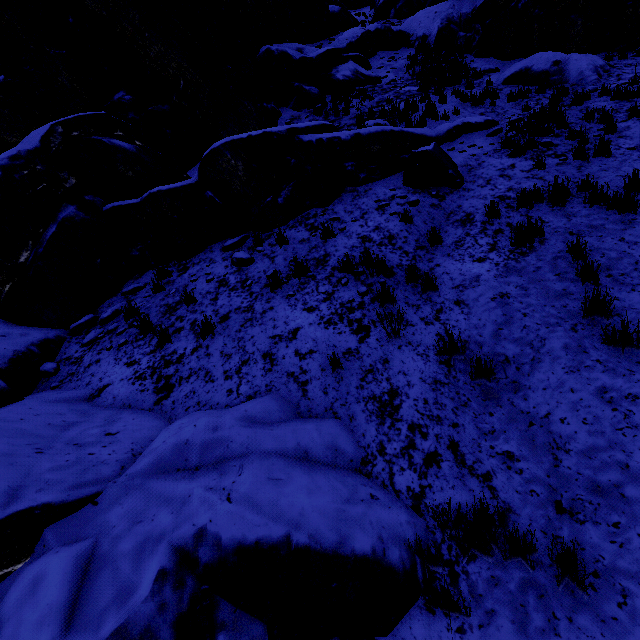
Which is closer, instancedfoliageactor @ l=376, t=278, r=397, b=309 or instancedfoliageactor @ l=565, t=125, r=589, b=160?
instancedfoliageactor @ l=376, t=278, r=397, b=309

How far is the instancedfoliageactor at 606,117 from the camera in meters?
6.9

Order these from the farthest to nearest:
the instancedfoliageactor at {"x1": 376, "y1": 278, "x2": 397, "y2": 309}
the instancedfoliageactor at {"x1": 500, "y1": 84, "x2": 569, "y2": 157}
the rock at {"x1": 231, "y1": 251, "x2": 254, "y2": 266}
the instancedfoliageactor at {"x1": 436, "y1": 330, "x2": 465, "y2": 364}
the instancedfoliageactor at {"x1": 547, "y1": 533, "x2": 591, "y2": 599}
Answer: the instancedfoliageactor at {"x1": 500, "y1": 84, "x2": 569, "y2": 157}
the rock at {"x1": 231, "y1": 251, "x2": 254, "y2": 266}
the instancedfoliageactor at {"x1": 376, "y1": 278, "x2": 397, "y2": 309}
the instancedfoliageactor at {"x1": 436, "y1": 330, "x2": 465, "y2": 364}
the instancedfoliageactor at {"x1": 547, "y1": 533, "x2": 591, "y2": 599}

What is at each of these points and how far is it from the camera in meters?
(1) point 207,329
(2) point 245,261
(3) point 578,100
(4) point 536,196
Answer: (1) instancedfoliageactor, 5.2
(2) rock, 6.6
(3) instancedfoliageactor, 9.8
(4) instancedfoliageactor, 6.2

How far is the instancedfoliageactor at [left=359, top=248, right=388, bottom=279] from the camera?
5.54m

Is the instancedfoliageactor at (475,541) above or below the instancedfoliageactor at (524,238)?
below
